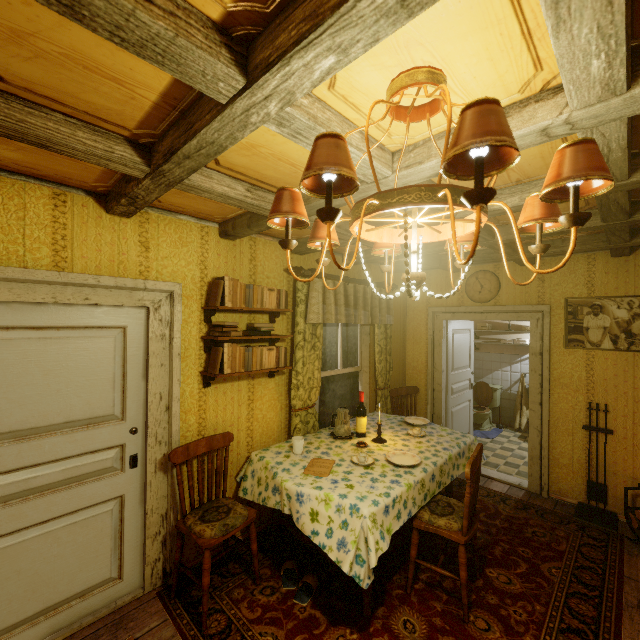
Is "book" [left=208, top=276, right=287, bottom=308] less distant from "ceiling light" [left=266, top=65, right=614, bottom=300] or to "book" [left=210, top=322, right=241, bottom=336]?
"book" [left=210, top=322, right=241, bottom=336]

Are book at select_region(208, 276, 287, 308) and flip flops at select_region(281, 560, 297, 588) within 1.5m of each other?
no

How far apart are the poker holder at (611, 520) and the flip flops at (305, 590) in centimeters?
288cm

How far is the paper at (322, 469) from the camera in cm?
250

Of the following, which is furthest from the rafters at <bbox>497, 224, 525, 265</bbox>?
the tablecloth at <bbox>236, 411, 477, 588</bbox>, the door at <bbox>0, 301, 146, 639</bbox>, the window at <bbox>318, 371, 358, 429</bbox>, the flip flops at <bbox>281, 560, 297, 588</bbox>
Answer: the flip flops at <bbox>281, 560, 297, 588</bbox>

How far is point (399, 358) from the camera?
5.04m

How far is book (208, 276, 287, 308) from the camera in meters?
2.6

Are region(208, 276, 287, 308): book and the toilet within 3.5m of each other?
no
